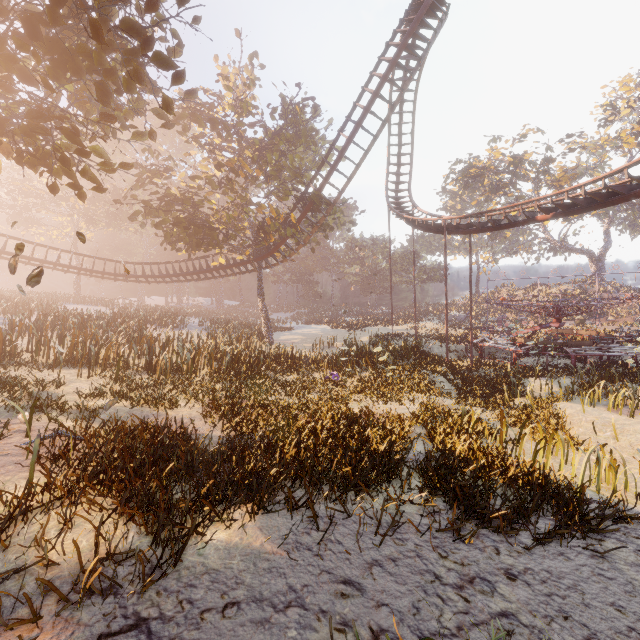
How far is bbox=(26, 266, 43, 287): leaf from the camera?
4.8 meters

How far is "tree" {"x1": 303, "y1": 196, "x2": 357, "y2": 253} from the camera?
23.2m

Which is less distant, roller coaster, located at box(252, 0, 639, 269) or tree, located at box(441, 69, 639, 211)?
roller coaster, located at box(252, 0, 639, 269)

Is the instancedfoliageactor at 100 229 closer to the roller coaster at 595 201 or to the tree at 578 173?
the roller coaster at 595 201

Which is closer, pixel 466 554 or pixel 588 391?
pixel 466 554

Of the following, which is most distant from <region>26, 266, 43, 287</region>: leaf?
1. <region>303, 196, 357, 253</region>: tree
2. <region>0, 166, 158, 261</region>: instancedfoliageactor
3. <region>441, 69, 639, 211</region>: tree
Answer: <region>441, 69, 639, 211</region>: tree

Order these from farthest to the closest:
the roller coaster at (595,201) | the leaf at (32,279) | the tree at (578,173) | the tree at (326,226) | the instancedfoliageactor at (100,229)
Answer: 1. the tree at (578,173)
2. the instancedfoliageactor at (100,229)
3. the tree at (326,226)
4. the roller coaster at (595,201)
5. the leaf at (32,279)

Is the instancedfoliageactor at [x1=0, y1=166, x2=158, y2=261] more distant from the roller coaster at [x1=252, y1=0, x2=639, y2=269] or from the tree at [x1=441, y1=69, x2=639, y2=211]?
the tree at [x1=441, y1=69, x2=639, y2=211]
